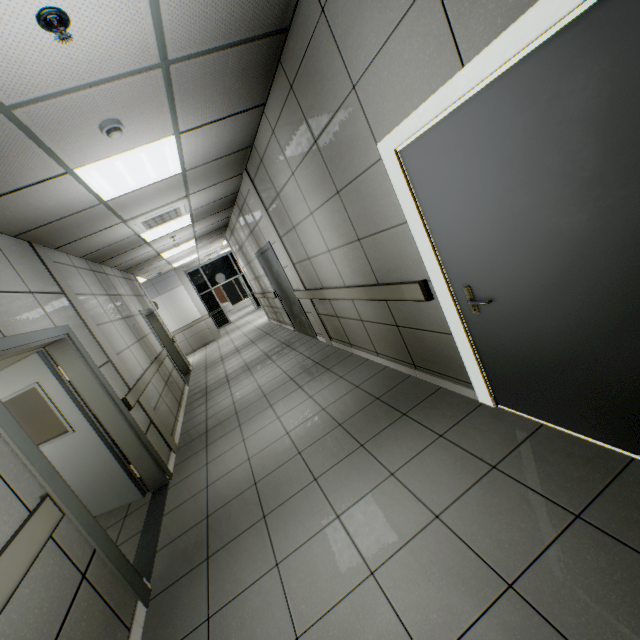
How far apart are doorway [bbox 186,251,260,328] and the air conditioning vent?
10.9 meters

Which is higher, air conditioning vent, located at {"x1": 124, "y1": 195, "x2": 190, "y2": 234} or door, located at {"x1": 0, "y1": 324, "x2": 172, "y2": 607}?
air conditioning vent, located at {"x1": 124, "y1": 195, "x2": 190, "y2": 234}

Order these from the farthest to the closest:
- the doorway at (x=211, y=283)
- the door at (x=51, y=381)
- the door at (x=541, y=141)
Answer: the doorway at (x=211, y=283)
the door at (x=51, y=381)
the door at (x=541, y=141)

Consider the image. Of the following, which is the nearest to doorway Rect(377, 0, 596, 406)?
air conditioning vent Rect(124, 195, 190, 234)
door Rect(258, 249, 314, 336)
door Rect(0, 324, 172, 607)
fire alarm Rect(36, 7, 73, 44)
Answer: fire alarm Rect(36, 7, 73, 44)

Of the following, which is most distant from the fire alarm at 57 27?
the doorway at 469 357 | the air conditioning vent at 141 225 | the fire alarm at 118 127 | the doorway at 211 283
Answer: the doorway at 211 283

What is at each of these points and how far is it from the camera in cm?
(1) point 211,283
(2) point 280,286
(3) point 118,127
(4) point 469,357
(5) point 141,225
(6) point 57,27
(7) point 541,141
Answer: (1) doorway, 1642
(2) door, 721
(3) fire alarm, 250
(4) doorway, 253
(5) air conditioning vent, 512
(6) fire alarm, 157
(7) door, 137

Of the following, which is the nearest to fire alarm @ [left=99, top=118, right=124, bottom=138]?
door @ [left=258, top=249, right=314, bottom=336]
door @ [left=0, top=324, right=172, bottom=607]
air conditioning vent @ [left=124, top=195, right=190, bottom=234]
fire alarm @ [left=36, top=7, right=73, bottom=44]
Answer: fire alarm @ [left=36, top=7, right=73, bottom=44]

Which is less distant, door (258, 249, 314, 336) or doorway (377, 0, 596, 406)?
doorway (377, 0, 596, 406)
